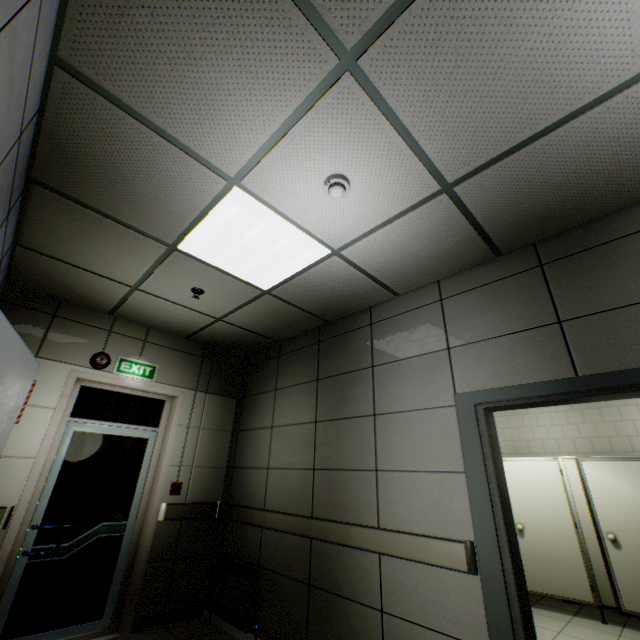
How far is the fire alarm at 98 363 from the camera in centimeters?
377cm

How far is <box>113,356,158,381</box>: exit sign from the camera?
4.0 meters

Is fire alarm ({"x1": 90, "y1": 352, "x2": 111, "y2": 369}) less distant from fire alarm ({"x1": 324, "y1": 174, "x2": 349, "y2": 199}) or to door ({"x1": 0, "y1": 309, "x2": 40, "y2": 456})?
door ({"x1": 0, "y1": 309, "x2": 40, "y2": 456})

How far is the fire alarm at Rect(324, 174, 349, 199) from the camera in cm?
204

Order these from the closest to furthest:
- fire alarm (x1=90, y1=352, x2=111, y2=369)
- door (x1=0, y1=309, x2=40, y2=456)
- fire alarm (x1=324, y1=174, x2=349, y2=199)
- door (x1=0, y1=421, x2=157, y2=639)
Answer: door (x1=0, y1=309, x2=40, y2=456) < fire alarm (x1=324, y1=174, x2=349, y2=199) < door (x1=0, y1=421, x2=157, y2=639) < fire alarm (x1=90, y1=352, x2=111, y2=369)

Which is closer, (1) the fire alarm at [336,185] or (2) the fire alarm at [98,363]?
(1) the fire alarm at [336,185]

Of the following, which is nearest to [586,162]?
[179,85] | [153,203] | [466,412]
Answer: [466,412]

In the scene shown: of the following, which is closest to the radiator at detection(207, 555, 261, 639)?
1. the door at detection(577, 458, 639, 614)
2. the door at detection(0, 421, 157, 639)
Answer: the door at detection(0, 421, 157, 639)
